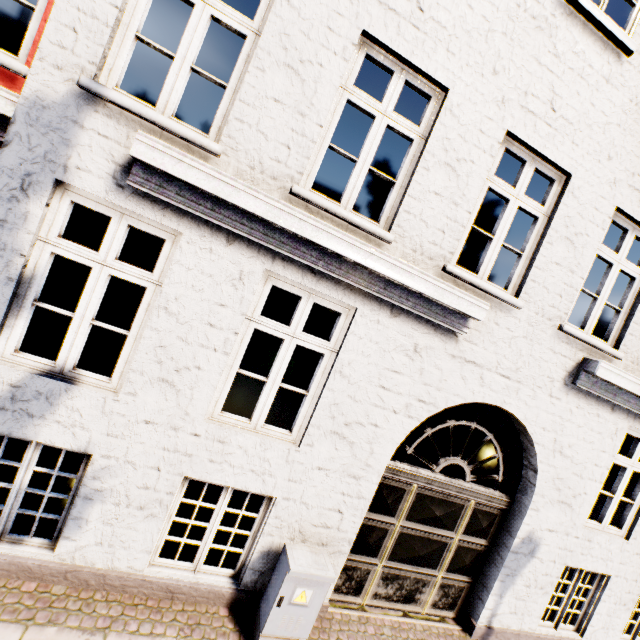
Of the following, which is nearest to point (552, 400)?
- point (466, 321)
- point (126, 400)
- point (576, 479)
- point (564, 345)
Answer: point (564, 345)
